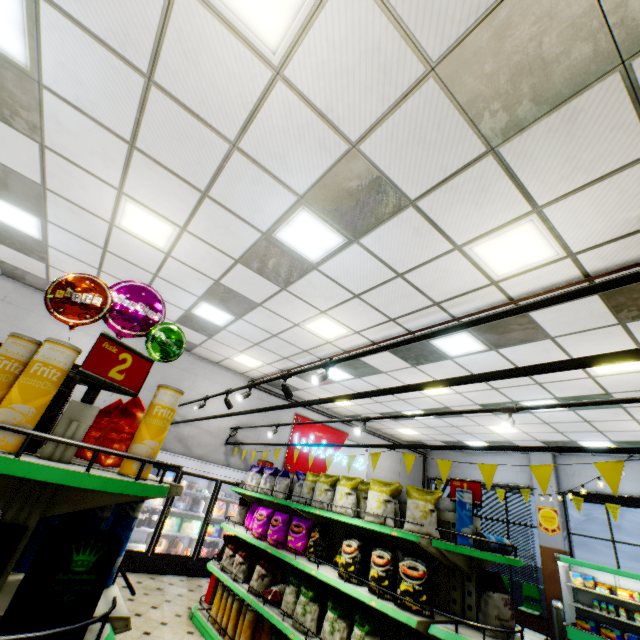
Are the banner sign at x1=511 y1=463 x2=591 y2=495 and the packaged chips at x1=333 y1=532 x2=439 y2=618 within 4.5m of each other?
yes

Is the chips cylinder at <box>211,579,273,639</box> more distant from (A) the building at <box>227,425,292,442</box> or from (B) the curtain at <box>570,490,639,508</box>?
(B) the curtain at <box>570,490,639,508</box>

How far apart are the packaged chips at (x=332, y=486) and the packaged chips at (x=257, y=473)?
1.7m

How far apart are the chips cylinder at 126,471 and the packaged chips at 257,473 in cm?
431

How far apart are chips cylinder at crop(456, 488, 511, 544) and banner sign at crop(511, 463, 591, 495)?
0.5m

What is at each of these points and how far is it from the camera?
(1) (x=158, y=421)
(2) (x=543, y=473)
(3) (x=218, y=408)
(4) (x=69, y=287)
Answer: (1) chips cylinder, 1.7m
(2) banner sign, 3.2m
(3) building, 9.5m
(4) foil balloon, 3.4m

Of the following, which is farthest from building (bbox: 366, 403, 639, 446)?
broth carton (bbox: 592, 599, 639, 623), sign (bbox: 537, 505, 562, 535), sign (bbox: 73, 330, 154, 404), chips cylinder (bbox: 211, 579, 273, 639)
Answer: sign (bbox: 73, 330, 154, 404)

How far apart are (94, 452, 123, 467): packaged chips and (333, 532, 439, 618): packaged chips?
2.58m
